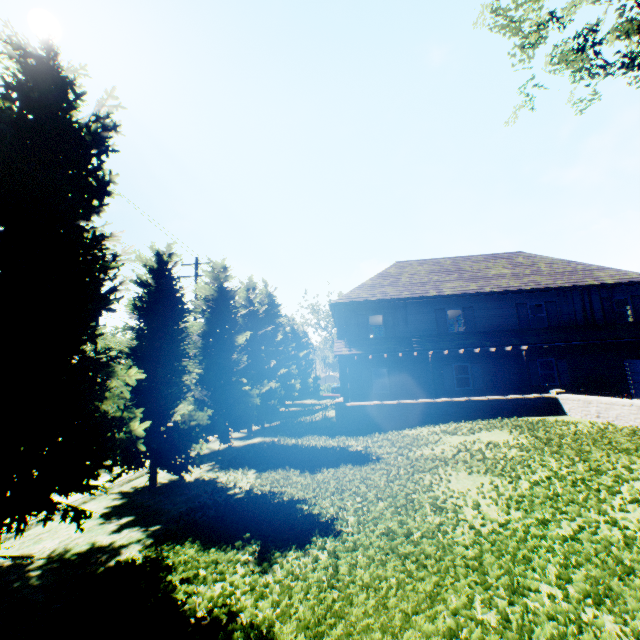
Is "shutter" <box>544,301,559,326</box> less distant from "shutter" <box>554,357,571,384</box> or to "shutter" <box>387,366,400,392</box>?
"shutter" <box>554,357,571,384</box>

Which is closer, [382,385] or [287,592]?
[287,592]

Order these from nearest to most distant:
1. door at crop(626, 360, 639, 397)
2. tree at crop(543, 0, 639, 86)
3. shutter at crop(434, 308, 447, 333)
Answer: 1. tree at crop(543, 0, 639, 86)
2. door at crop(626, 360, 639, 397)
3. shutter at crop(434, 308, 447, 333)

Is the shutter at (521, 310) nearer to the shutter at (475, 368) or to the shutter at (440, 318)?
the shutter at (475, 368)

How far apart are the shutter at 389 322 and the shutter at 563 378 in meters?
9.5 m

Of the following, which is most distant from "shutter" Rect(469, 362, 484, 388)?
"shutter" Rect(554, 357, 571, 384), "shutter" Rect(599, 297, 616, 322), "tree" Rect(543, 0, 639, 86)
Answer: "tree" Rect(543, 0, 639, 86)

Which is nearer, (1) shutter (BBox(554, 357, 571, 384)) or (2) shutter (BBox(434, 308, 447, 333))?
(1) shutter (BBox(554, 357, 571, 384))

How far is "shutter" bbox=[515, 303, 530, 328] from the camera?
20.0m
